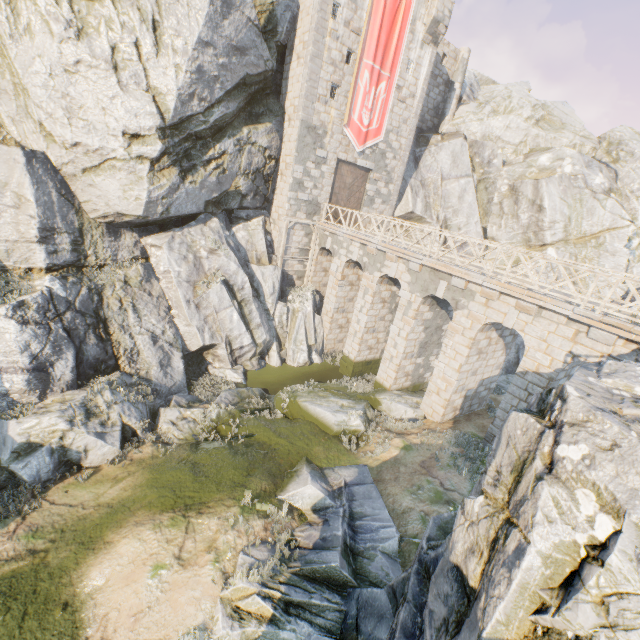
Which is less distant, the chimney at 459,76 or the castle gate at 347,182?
the castle gate at 347,182

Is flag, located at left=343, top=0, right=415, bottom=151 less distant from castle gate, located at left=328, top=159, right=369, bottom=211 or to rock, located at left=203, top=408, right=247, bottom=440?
castle gate, located at left=328, top=159, right=369, bottom=211

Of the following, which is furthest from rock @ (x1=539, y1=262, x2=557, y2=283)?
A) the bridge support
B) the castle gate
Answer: the castle gate

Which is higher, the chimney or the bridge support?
the chimney

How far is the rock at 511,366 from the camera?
20.5 meters

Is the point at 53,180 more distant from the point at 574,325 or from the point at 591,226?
the point at 591,226

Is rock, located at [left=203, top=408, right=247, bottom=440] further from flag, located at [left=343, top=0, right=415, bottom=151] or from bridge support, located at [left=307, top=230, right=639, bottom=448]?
flag, located at [left=343, top=0, right=415, bottom=151]

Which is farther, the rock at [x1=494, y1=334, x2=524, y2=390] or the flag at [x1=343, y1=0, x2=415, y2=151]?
the rock at [x1=494, y1=334, x2=524, y2=390]
